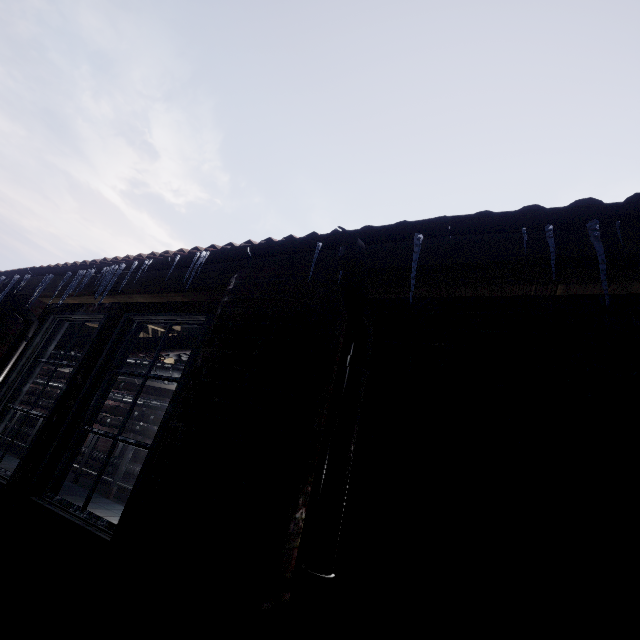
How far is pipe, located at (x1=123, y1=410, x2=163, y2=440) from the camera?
6.0m

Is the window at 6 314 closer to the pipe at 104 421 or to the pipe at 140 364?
the pipe at 140 364

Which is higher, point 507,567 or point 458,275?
point 458,275

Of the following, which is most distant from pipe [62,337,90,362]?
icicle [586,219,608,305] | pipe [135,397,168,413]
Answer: icicle [586,219,608,305]

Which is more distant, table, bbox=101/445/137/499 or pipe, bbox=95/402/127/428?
pipe, bbox=95/402/127/428

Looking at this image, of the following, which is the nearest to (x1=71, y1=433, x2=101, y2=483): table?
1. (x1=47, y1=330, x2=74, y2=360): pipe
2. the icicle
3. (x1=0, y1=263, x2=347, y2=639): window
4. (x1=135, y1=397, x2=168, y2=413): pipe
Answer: (x1=135, y1=397, x2=168, y2=413): pipe

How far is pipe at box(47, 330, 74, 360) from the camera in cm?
412

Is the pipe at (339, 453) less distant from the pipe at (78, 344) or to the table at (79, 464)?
the pipe at (78, 344)
